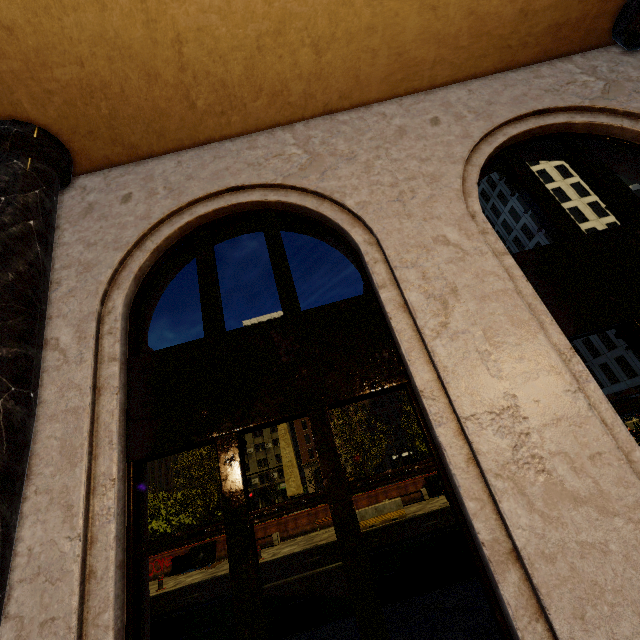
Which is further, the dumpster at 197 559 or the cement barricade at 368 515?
the dumpster at 197 559

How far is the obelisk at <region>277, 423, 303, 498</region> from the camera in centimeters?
3322cm

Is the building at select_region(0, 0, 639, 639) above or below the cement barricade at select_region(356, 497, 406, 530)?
above

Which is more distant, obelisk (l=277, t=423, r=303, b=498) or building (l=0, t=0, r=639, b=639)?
obelisk (l=277, t=423, r=303, b=498)

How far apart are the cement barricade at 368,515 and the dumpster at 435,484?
4.4m

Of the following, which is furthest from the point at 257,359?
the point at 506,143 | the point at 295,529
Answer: the point at 295,529

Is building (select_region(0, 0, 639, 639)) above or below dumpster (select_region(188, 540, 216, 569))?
above

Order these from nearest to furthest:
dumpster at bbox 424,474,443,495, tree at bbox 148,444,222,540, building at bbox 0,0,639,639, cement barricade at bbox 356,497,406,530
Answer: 1. building at bbox 0,0,639,639
2. cement barricade at bbox 356,497,406,530
3. dumpster at bbox 424,474,443,495
4. tree at bbox 148,444,222,540
